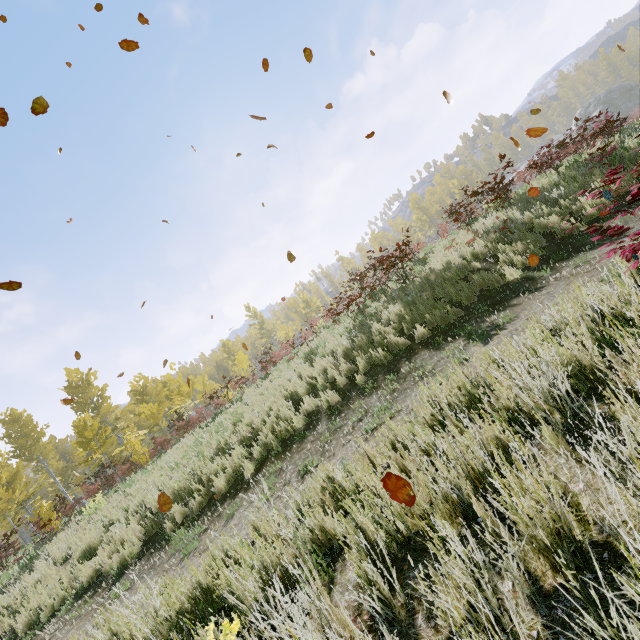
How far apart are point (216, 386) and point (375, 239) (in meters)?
38.29

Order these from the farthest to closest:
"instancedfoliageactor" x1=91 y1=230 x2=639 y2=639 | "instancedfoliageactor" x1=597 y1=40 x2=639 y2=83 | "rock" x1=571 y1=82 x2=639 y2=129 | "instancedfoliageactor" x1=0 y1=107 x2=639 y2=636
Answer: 1. "instancedfoliageactor" x1=597 y1=40 x2=639 y2=83
2. "rock" x1=571 y1=82 x2=639 y2=129
3. "instancedfoliageactor" x1=0 y1=107 x2=639 y2=636
4. "instancedfoliageactor" x1=91 y1=230 x2=639 y2=639

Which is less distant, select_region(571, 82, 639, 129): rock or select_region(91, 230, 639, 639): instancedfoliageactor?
select_region(91, 230, 639, 639): instancedfoliageactor

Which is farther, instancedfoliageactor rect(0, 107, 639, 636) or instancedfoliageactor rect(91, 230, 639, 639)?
instancedfoliageactor rect(0, 107, 639, 636)

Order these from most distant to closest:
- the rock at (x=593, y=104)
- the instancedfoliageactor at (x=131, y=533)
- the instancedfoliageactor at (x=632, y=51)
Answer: the instancedfoliageactor at (x=632, y=51), the rock at (x=593, y=104), the instancedfoliageactor at (x=131, y=533)

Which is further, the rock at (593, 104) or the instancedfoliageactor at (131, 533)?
the rock at (593, 104)
